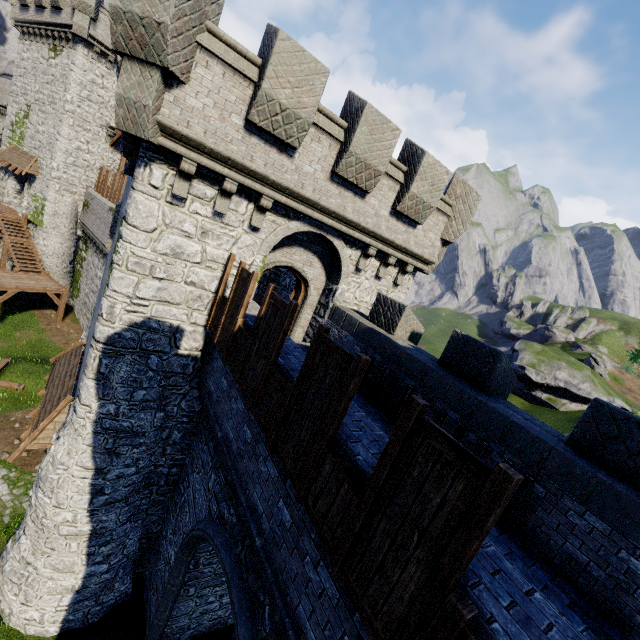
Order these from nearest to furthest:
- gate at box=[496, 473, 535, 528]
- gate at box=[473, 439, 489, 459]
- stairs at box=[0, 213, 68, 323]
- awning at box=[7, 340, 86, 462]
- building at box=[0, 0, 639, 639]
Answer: building at box=[0, 0, 639, 639], gate at box=[496, 473, 535, 528], gate at box=[473, 439, 489, 459], awning at box=[7, 340, 86, 462], stairs at box=[0, 213, 68, 323]

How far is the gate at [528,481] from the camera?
5.4m

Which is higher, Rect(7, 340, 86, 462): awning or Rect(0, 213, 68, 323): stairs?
Rect(7, 340, 86, 462): awning

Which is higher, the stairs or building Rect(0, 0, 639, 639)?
building Rect(0, 0, 639, 639)

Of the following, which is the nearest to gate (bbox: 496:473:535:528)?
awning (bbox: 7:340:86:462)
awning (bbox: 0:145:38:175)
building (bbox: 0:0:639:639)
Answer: building (bbox: 0:0:639:639)

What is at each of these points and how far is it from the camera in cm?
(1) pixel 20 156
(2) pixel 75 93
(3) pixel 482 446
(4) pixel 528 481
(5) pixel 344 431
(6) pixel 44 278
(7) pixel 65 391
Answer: (1) awning, 2608
(2) building, 2358
(3) gate, 609
(4) gate, 539
(5) building, 449
(6) stairs, 2436
(7) awning, 1109

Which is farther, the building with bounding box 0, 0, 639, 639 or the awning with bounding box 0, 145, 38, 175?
the awning with bounding box 0, 145, 38, 175

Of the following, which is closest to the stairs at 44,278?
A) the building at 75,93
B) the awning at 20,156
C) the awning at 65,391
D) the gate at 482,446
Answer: the awning at 20,156
